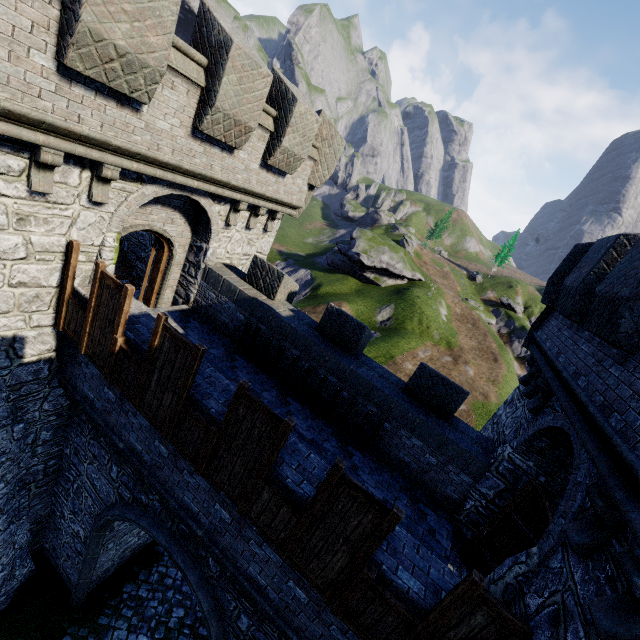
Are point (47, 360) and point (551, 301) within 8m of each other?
no
